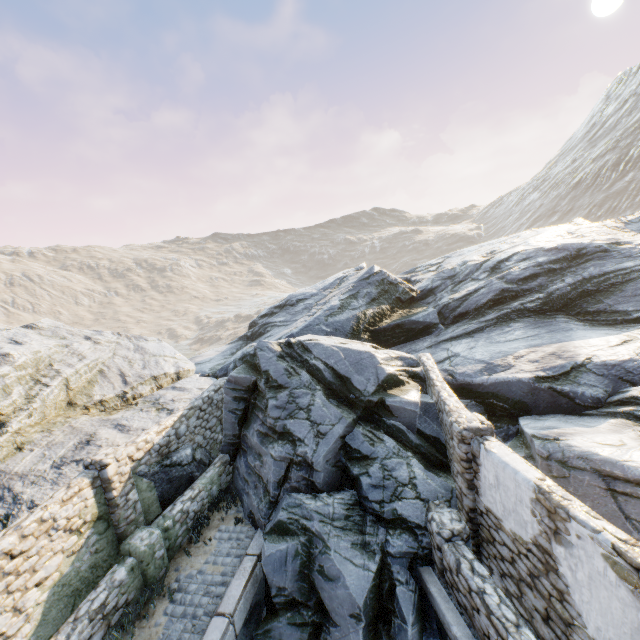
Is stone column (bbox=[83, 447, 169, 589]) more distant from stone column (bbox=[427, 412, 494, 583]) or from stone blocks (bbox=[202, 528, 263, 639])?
stone column (bbox=[427, 412, 494, 583])

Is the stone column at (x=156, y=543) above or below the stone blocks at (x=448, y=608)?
above

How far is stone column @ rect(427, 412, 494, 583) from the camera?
6.6m

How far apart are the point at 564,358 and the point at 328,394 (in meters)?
7.41

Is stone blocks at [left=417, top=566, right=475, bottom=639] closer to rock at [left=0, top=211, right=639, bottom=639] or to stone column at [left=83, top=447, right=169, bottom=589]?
rock at [left=0, top=211, right=639, bottom=639]

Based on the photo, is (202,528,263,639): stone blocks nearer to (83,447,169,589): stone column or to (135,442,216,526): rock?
(135,442,216,526): rock

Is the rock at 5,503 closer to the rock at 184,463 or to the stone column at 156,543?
the rock at 184,463

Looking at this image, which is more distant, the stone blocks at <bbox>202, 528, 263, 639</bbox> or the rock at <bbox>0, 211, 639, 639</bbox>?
the rock at <bbox>0, 211, 639, 639</bbox>
